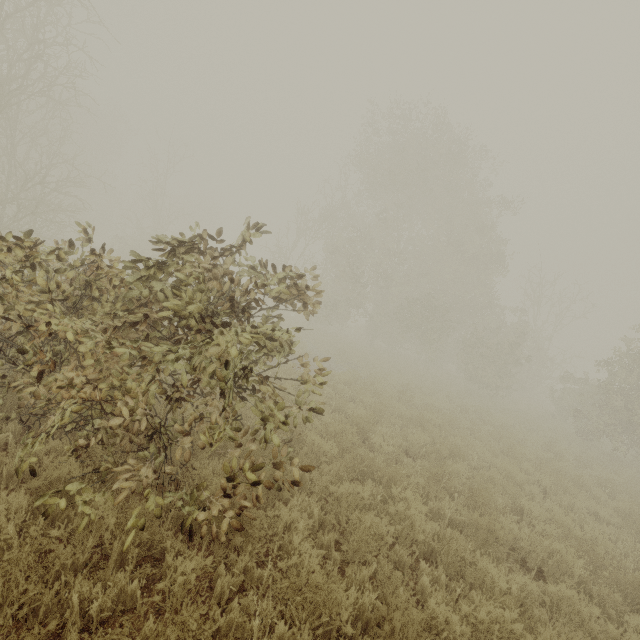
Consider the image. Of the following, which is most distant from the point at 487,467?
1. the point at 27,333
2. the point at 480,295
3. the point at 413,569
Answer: the point at 480,295
